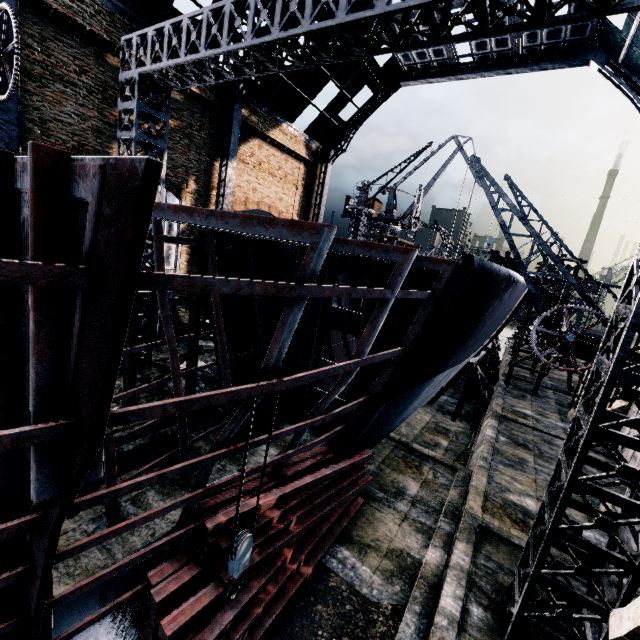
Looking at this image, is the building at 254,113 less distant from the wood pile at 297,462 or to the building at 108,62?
the building at 108,62

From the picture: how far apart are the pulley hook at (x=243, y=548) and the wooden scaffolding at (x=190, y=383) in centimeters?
831cm

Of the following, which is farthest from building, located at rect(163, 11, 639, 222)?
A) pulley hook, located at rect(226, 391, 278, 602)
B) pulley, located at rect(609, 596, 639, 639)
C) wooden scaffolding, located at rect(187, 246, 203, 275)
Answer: pulley hook, located at rect(226, 391, 278, 602)

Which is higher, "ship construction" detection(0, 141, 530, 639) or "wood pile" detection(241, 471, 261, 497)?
"ship construction" detection(0, 141, 530, 639)

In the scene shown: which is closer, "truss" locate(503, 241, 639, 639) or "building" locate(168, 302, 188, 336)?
"truss" locate(503, 241, 639, 639)

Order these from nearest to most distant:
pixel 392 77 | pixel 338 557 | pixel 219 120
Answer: pixel 338 557 → pixel 219 120 → pixel 392 77

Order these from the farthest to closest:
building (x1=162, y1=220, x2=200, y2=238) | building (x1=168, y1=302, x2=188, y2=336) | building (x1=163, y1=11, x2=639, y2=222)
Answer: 1. building (x1=168, y1=302, x2=188, y2=336)
2. building (x1=162, y1=220, x2=200, y2=238)
3. building (x1=163, y1=11, x2=639, y2=222)

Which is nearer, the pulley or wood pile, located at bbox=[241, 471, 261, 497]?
the pulley
